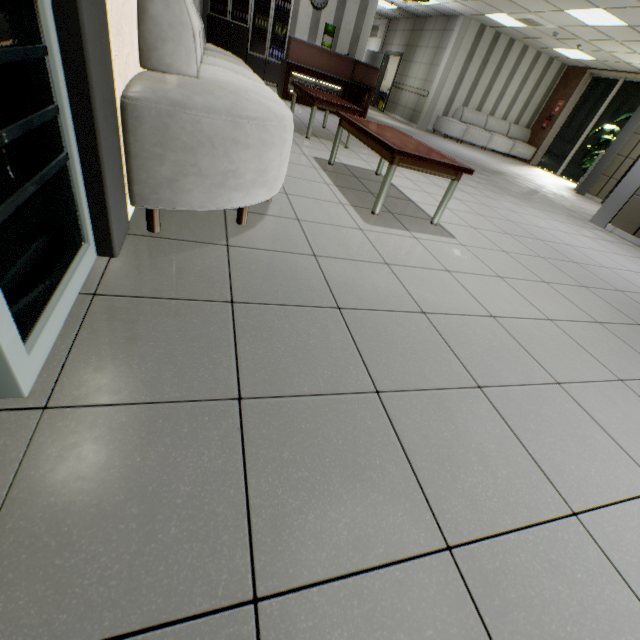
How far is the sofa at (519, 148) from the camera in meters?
11.9 m

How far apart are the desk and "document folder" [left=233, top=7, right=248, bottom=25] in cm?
252

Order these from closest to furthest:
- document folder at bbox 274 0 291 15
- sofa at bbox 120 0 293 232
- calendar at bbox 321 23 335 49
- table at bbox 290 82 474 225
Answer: sofa at bbox 120 0 293 232
table at bbox 290 82 474 225
document folder at bbox 274 0 291 15
calendar at bbox 321 23 335 49

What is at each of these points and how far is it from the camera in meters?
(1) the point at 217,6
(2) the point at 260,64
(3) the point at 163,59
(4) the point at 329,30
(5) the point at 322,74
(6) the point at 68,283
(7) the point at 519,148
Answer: (1) document folder, 8.5 m
(2) cabinet, 9.4 m
(3) sofa, 1.6 m
(4) calendar, 9.7 m
(5) desk, 7.6 m
(6) doorway, 1.1 m
(7) sofa, 12.8 m

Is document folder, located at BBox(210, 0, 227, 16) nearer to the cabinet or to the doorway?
the cabinet

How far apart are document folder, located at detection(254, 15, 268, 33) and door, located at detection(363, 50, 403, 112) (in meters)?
7.01

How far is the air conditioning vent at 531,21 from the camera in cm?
827

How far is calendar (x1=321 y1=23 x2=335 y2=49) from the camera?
9.7 meters
